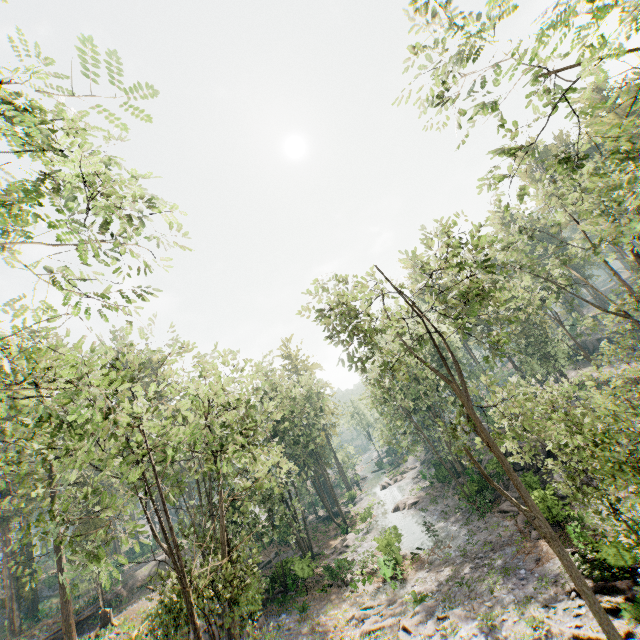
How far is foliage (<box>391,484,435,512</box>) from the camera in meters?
39.7

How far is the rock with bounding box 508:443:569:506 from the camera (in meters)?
21.35

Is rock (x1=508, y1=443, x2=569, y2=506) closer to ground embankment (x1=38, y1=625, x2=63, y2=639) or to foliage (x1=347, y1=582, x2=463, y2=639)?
foliage (x1=347, y1=582, x2=463, y2=639)

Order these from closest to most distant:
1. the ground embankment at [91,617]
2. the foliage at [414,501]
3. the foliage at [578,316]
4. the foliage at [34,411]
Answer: the foliage at [34,411]
the foliage at [578,316]
the ground embankment at [91,617]
the foliage at [414,501]

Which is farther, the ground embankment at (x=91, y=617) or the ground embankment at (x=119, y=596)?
the ground embankment at (x=119, y=596)

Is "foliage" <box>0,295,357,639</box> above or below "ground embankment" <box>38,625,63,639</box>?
above

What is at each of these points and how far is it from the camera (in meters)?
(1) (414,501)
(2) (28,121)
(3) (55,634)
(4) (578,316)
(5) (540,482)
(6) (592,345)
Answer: (1) foliage, 40.19
(2) foliage, 9.27
(3) ground embankment, 30.91
(4) foliage, 36.94
(5) rock, 26.80
(6) rock, 52.47

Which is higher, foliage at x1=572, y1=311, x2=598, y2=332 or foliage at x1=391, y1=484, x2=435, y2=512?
foliage at x1=572, y1=311, x2=598, y2=332
